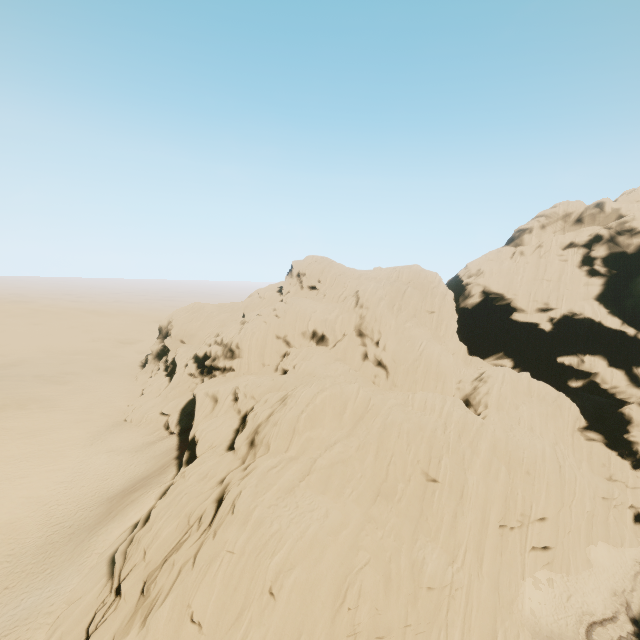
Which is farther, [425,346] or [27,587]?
[425,346]
